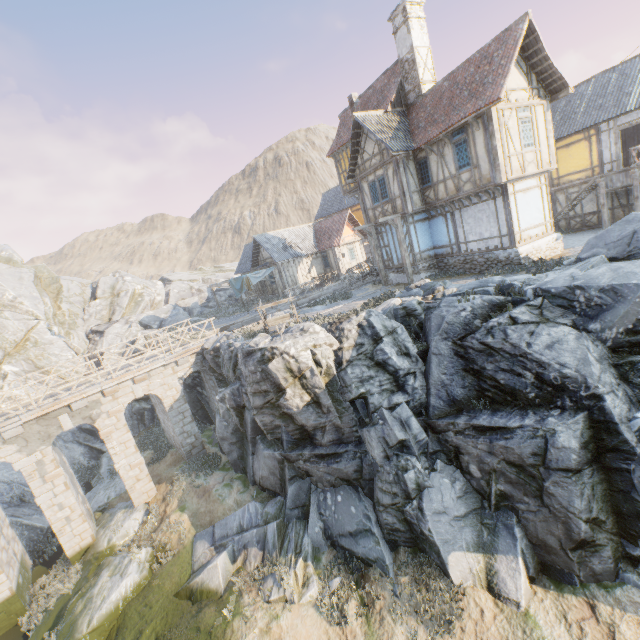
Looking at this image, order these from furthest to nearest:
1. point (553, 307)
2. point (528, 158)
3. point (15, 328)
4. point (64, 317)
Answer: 1. point (64, 317)
2. point (15, 328)
3. point (528, 158)
4. point (553, 307)

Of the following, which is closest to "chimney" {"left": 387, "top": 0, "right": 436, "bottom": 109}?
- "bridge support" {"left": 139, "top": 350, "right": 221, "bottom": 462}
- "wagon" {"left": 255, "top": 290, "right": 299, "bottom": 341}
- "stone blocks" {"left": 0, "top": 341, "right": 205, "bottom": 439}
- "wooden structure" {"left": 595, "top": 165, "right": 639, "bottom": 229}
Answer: "wooden structure" {"left": 595, "top": 165, "right": 639, "bottom": 229}

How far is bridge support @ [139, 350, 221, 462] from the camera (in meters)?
17.31

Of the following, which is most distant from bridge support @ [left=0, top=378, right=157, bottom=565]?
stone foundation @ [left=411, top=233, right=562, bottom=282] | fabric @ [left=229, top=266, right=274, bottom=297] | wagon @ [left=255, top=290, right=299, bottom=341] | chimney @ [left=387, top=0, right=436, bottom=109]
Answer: chimney @ [left=387, top=0, right=436, bottom=109]

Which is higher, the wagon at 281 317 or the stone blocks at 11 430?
the wagon at 281 317

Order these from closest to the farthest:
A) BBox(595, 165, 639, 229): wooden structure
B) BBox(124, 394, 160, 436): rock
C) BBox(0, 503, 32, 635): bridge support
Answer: BBox(0, 503, 32, 635): bridge support → BBox(595, 165, 639, 229): wooden structure → BBox(124, 394, 160, 436): rock

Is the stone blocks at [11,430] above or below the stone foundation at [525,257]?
below

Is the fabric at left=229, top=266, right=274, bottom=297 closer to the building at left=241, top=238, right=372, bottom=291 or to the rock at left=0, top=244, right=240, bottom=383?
the building at left=241, top=238, right=372, bottom=291
